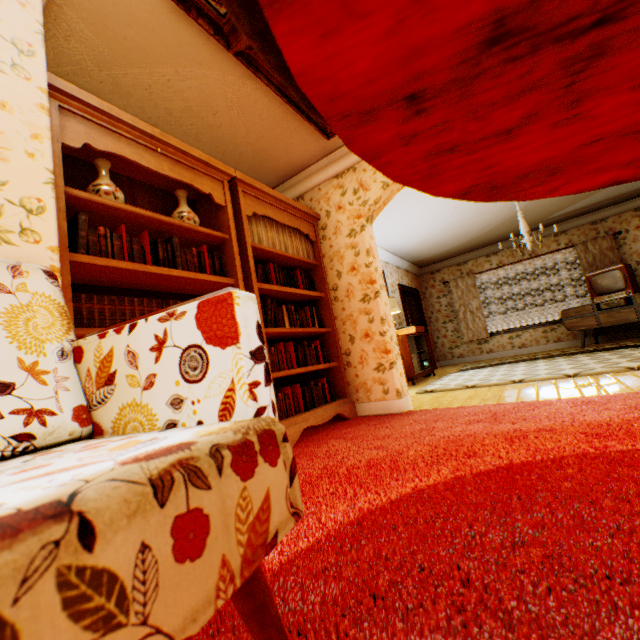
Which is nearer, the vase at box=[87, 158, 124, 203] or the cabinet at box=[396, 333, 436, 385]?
the vase at box=[87, 158, 124, 203]

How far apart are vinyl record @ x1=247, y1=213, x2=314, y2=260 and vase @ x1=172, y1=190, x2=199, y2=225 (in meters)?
0.43

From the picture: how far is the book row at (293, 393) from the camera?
3.0m

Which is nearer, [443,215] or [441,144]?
[441,144]

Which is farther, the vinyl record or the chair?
the vinyl record

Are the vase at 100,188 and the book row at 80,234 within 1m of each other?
yes

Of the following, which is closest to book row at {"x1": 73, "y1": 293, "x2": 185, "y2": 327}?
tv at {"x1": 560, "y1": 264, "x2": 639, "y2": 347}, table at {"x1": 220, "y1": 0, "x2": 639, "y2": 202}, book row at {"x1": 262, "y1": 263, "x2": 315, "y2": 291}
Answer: book row at {"x1": 262, "y1": 263, "x2": 315, "y2": 291}

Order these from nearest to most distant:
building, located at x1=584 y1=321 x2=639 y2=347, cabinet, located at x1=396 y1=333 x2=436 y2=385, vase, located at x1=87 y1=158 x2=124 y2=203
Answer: vase, located at x1=87 y1=158 x2=124 y2=203, cabinet, located at x1=396 y1=333 x2=436 y2=385, building, located at x1=584 y1=321 x2=639 y2=347
